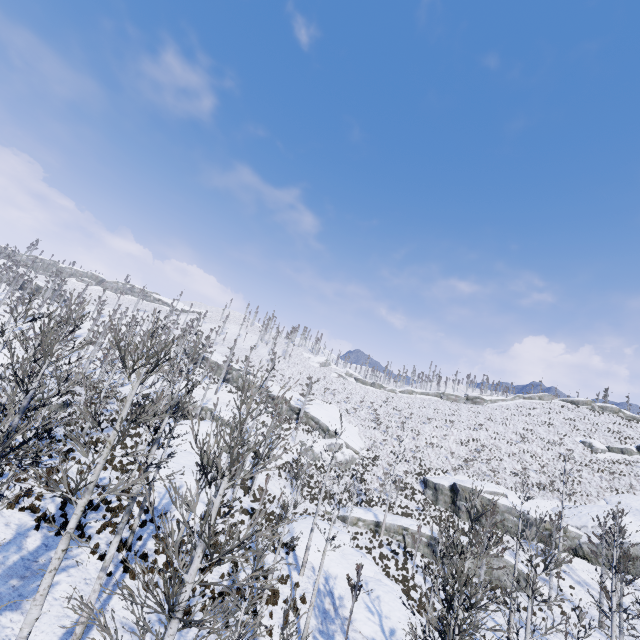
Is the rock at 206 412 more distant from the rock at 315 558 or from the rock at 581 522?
the rock at 581 522

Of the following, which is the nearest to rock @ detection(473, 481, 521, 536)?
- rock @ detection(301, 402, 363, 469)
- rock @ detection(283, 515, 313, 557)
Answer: rock @ detection(301, 402, 363, 469)

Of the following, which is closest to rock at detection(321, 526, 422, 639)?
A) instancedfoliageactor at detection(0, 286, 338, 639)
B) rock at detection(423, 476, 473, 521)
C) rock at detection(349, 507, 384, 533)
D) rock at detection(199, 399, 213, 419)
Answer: instancedfoliageactor at detection(0, 286, 338, 639)

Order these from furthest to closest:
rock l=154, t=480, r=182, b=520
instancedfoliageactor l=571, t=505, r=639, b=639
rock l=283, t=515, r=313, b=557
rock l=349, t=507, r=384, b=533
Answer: rock l=349, t=507, r=384, b=533, rock l=283, t=515, r=313, b=557, rock l=154, t=480, r=182, b=520, instancedfoliageactor l=571, t=505, r=639, b=639

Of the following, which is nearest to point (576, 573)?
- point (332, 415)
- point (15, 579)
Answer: point (332, 415)

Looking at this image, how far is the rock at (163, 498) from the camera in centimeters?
1978cm

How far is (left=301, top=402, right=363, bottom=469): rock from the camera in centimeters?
4616cm

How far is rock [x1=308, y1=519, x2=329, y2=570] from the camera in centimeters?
2128cm
